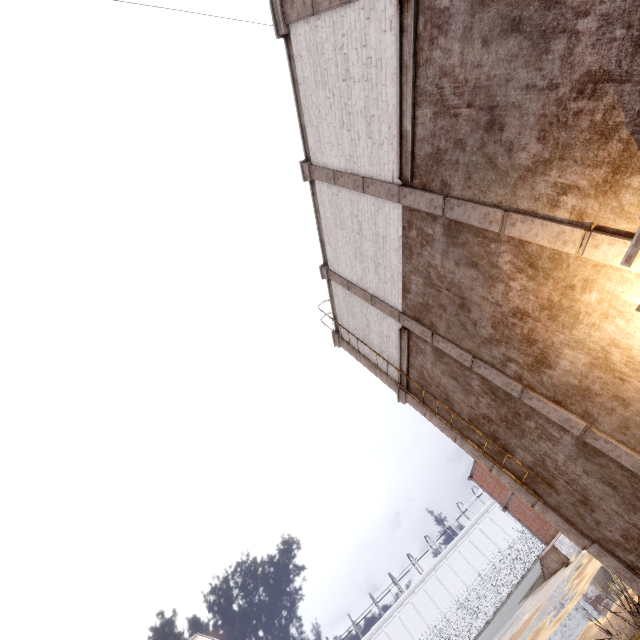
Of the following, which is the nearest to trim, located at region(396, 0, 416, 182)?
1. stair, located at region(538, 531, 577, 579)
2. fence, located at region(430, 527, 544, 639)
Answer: fence, located at region(430, 527, 544, 639)

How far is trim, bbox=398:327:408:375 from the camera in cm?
799

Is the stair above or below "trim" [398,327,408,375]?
below

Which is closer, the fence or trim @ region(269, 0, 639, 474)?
A: trim @ region(269, 0, 639, 474)

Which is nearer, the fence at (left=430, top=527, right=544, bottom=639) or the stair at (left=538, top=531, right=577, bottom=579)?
the stair at (left=538, top=531, right=577, bottom=579)

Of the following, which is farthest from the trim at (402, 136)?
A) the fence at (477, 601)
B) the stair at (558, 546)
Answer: the stair at (558, 546)

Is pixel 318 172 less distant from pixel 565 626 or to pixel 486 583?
pixel 565 626

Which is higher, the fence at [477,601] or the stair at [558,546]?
the fence at [477,601]
